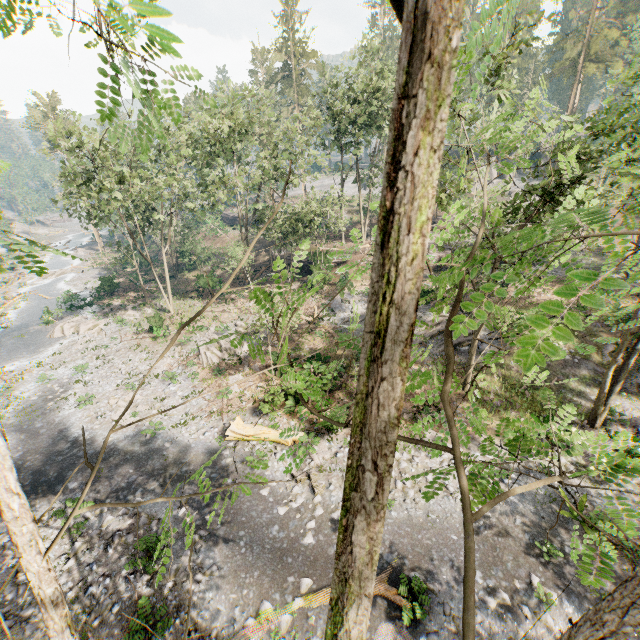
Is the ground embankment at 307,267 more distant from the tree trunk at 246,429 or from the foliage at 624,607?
the tree trunk at 246,429

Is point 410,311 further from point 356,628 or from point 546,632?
point 546,632

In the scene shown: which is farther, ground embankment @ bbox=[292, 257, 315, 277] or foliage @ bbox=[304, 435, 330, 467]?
ground embankment @ bbox=[292, 257, 315, 277]

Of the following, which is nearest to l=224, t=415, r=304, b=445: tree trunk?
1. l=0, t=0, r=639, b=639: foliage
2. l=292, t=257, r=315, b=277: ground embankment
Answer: l=0, t=0, r=639, b=639: foliage

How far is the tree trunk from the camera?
17.0m

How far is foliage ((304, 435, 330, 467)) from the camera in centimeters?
1597cm

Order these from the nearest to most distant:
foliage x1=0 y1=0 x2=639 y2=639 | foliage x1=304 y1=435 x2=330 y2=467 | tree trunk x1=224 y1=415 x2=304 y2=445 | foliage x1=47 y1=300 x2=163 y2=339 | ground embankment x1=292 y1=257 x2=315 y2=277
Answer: foliage x1=0 y1=0 x2=639 y2=639, foliage x1=304 y1=435 x2=330 y2=467, tree trunk x1=224 y1=415 x2=304 y2=445, foliage x1=47 y1=300 x2=163 y2=339, ground embankment x1=292 y1=257 x2=315 y2=277

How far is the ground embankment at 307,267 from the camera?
34.0 meters
